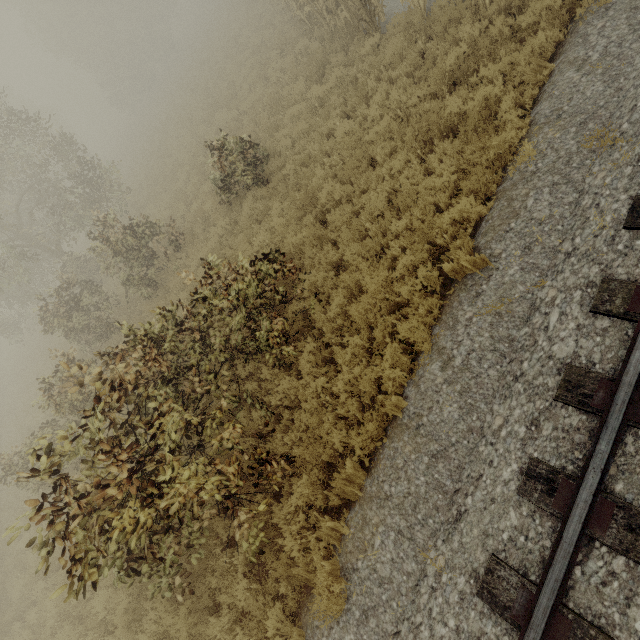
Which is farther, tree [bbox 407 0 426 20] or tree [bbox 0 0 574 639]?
tree [bbox 407 0 426 20]

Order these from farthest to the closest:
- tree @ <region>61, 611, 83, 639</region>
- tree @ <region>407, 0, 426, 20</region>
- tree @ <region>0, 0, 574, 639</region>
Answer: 1. tree @ <region>407, 0, 426, 20</region>
2. tree @ <region>61, 611, 83, 639</region>
3. tree @ <region>0, 0, 574, 639</region>

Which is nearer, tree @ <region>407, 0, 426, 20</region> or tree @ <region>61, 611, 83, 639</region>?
tree @ <region>61, 611, 83, 639</region>

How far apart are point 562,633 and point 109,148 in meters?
60.4 m

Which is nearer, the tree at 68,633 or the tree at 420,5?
the tree at 68,633
